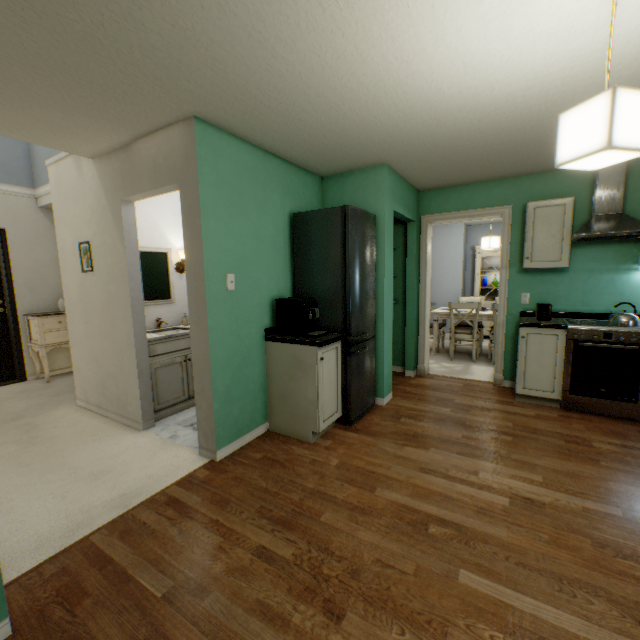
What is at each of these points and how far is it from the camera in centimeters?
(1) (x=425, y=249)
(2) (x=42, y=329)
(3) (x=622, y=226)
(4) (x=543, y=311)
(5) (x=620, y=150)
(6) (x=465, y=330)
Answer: (1) door frame, 430cm
(2) hallway dresser, 443cm
(3) cooker hood, 298cm
(4) toaster, 341cm
(5) lamp, 111cm
(6) chair, 525cm

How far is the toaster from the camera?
3.4m

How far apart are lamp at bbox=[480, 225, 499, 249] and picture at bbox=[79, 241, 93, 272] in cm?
548

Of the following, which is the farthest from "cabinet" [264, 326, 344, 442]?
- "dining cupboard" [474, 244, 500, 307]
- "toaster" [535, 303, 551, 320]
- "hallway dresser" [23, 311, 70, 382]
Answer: "dining cupboard" [474, 244, 500, 307]

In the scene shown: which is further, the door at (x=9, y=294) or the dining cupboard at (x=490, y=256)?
the dining cupboard at (x=490, y=256)

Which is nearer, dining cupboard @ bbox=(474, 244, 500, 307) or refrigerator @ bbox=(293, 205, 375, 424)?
refrigerator @ bbox=(293, 205, 375, 424)

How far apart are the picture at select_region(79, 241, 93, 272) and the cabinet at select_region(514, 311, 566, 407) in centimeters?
441cm

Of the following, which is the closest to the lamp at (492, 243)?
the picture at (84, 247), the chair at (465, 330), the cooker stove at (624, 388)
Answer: the chair at (465, 330)
